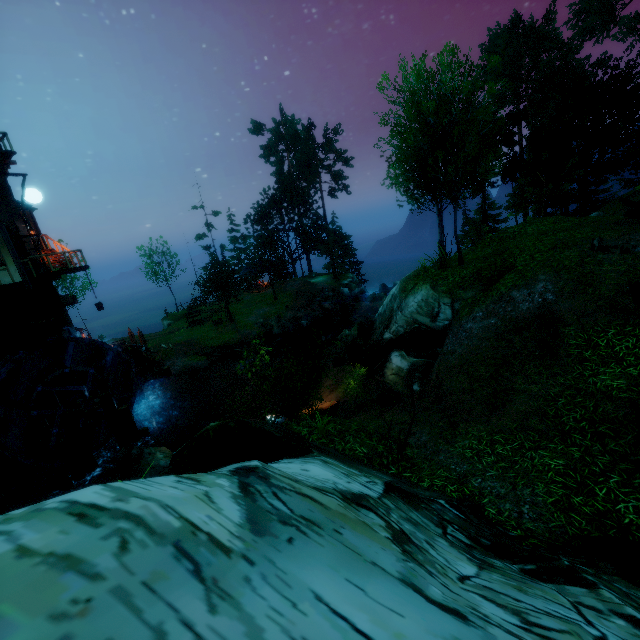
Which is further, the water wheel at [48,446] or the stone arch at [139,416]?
the stone arch at [139,416]

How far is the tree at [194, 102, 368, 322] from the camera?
41.22m

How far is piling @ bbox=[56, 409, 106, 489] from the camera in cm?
1478

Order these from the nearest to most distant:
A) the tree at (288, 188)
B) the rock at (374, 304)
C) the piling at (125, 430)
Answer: the piling at (125, 430)
the rock at (374, 304)
the tree at (288, 188)

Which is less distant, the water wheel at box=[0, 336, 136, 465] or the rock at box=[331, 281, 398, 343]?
the water wheel at box=[0, 336, 136, 465]

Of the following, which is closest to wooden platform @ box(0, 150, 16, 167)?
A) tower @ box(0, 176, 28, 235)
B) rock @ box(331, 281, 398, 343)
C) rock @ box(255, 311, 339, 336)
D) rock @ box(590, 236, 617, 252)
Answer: tower @ box(0, 176, 28, 235)

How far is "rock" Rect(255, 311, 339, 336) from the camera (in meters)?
31.78

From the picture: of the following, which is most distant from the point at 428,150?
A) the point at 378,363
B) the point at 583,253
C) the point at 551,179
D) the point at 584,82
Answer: the point at 584,82
